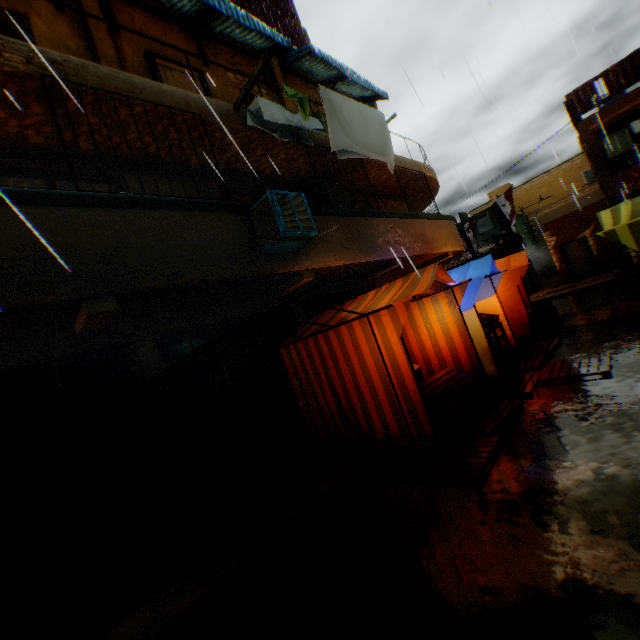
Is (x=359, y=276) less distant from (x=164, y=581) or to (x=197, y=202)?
(x=197, y=202)

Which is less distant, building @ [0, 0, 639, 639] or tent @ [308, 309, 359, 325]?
building @ [0, 0, 639, 639]

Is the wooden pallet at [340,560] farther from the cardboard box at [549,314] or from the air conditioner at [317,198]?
the air conditioner at [317,198]

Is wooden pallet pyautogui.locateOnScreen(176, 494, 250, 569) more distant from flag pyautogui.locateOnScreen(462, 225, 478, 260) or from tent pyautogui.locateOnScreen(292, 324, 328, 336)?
flag pyautogui.locateOnScreen(462, 225, 478, 260)

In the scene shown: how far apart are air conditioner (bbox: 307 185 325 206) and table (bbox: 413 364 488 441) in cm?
473

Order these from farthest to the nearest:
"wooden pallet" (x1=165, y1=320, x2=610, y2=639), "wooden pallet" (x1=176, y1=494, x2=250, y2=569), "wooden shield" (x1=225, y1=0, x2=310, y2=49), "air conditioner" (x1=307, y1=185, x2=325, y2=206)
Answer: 1. "wooden shield" (x1=225, y1=0, x2=310, y2=49)
2. "air conditioner" (x1=307, y1=185, x2=325, y2=206)
3. "wooden pallet" (x1=176, y1=494, x2=250, y2=569)
4. "wooden pallet" (x1=165, y1=320, x2=610, y2=639)

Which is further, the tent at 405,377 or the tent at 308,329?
the tent at 308,329

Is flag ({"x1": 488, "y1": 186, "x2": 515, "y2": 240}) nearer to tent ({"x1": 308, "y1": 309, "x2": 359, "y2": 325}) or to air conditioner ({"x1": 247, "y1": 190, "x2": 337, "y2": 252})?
tent ({"x1": 308, "y1": 309, "x2": 359, "y2": 325})
